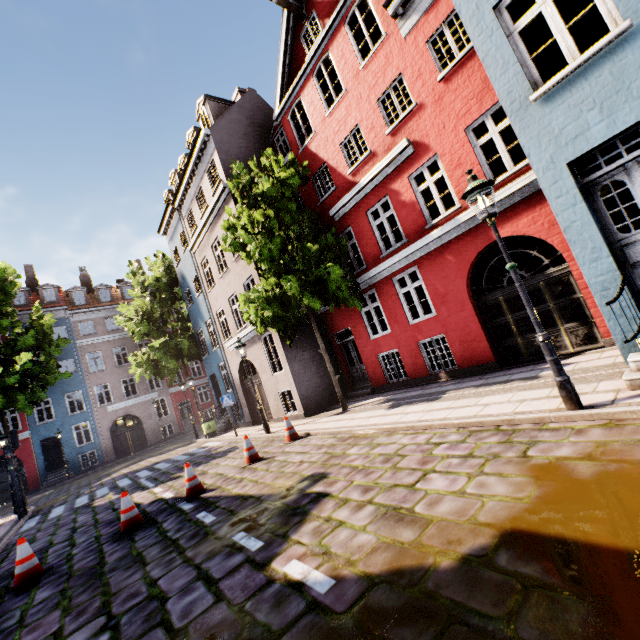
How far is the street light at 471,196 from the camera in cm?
456

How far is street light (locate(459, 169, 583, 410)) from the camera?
4.56m

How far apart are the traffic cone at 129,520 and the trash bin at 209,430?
11.0 meters

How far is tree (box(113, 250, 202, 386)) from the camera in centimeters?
2012cm

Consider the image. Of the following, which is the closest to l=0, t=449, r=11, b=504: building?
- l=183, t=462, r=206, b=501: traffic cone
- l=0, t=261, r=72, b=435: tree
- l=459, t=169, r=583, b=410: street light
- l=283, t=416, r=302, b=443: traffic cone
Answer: l=459, t=169, r=583, b=410: street light

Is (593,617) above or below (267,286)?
below

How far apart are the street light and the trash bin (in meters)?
17.07

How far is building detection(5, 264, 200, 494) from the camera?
24.8 meters
